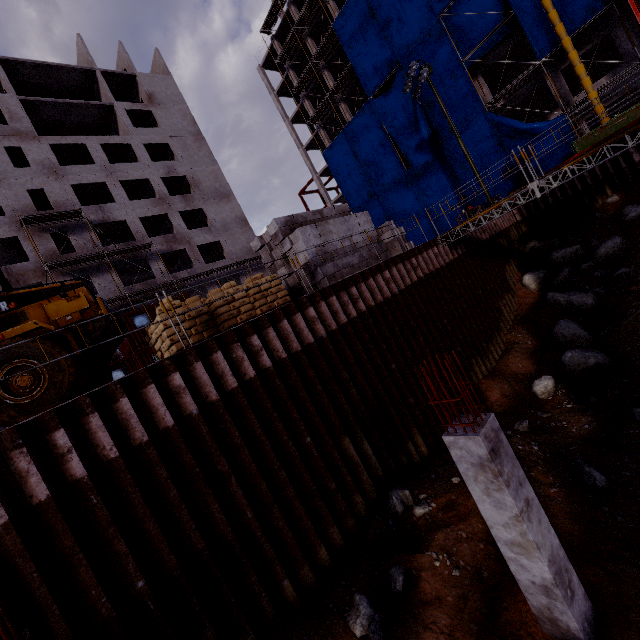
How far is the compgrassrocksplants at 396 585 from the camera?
5.9m

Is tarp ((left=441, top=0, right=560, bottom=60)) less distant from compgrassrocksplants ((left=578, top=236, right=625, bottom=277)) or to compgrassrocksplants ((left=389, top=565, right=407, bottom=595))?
compgrassrocksplants ((left=578, top=236, right=625, bottom=277))

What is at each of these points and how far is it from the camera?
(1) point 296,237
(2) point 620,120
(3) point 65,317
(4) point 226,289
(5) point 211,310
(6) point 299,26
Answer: (1) concrete beam, 11.0m
(2) dumpster, 19.3m
(3) front loader, 8.0m
(4) bagged concrete mix, 9.0m
(5) bagged concrete mix, 8.9m
(6) scaffolding, 34.7m

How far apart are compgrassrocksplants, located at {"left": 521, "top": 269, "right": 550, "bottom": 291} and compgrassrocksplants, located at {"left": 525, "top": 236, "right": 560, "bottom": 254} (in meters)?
2.65

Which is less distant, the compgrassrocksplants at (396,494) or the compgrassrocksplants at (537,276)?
the compgrassrocksplants at (396,494)

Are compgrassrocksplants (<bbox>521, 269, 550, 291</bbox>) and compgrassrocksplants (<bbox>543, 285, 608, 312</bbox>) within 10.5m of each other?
yes

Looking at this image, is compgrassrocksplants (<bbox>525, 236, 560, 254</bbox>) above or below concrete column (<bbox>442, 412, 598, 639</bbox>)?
above

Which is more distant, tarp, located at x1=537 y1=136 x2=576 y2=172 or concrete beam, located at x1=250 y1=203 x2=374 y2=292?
tarp, located at x1=537 y1=136 x2=576 y2=172
